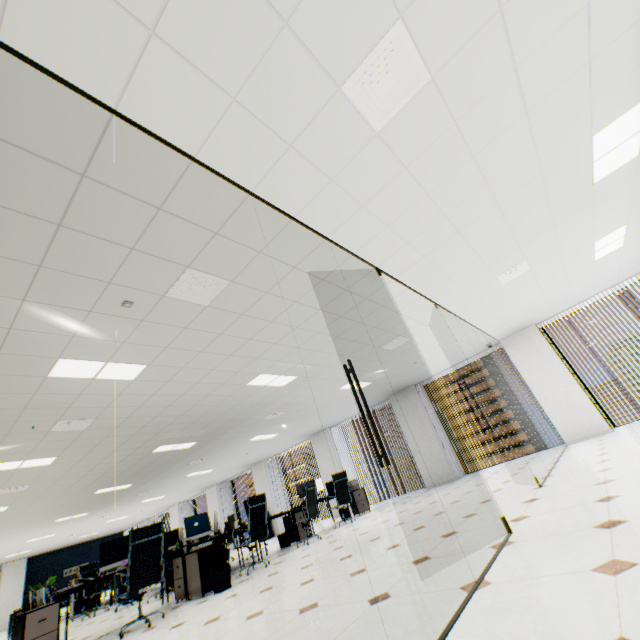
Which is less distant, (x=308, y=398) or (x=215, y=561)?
(x=215, y=561)

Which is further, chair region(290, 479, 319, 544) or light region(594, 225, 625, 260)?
chair region(290, 479, 319, 544)

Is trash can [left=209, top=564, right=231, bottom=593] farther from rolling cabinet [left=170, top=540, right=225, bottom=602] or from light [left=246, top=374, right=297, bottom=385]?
light [left=246, top=374, right=297, bottom=385]

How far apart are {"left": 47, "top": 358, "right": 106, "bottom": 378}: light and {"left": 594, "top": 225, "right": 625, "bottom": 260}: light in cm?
756

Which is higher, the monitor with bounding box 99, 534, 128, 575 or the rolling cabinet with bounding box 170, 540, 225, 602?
the monitor with bounding box 99, 534, 128, 575

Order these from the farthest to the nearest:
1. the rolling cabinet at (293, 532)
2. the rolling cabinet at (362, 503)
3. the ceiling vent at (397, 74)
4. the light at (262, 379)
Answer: the rolling cabinet at (362, 503), the rolling cabinet at (293, 532), the light at (262, 379), the ceiling vent at (397, 74)

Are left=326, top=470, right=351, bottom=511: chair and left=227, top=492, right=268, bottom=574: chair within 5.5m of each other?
yes

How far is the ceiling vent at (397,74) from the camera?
2.0 meters
